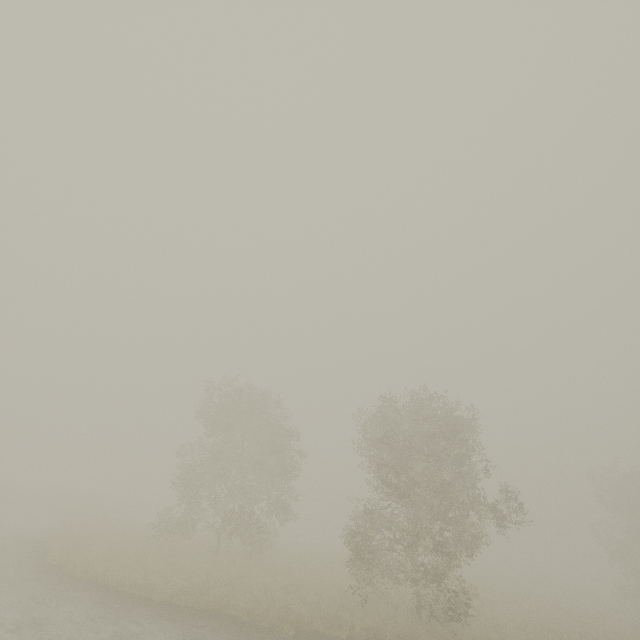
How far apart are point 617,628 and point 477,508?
18.8 meters

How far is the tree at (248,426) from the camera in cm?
2114

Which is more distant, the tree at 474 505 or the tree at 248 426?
the tree at 248 426

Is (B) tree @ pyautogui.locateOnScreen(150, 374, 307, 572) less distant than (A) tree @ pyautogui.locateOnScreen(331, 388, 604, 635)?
No

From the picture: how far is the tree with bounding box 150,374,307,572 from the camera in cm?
2114
